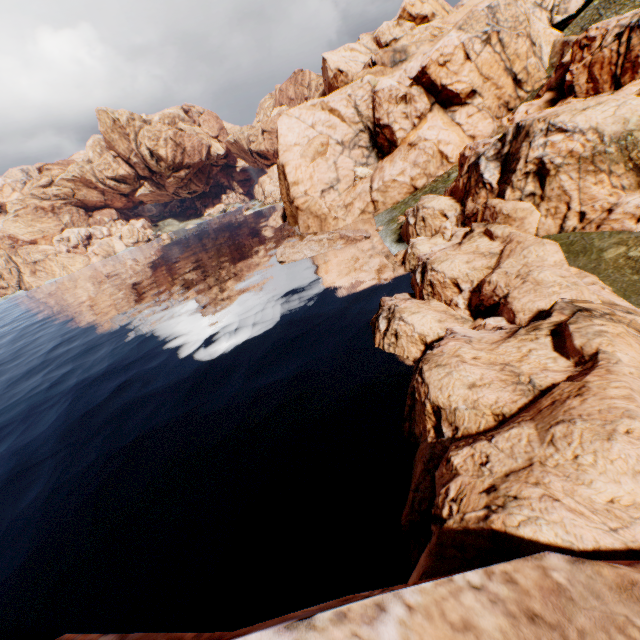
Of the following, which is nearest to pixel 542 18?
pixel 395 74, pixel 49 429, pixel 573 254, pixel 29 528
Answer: pixel 395 74
